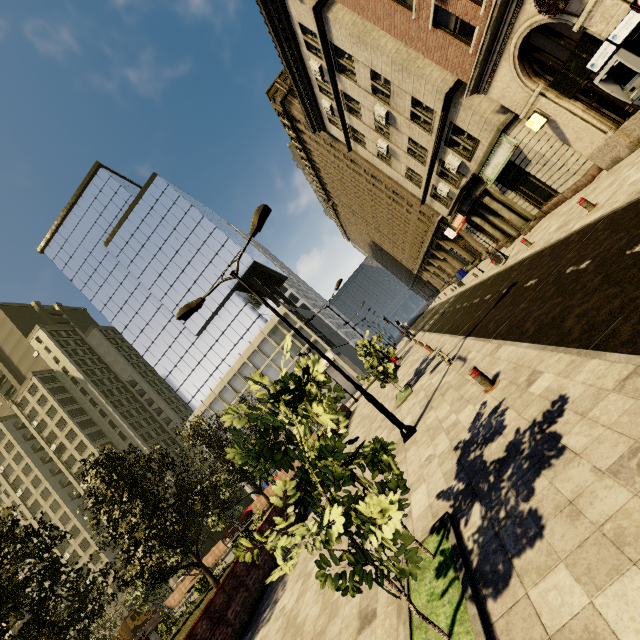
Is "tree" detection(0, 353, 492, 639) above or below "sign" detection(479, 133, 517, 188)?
below

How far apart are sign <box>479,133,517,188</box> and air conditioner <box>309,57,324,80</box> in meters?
13.3

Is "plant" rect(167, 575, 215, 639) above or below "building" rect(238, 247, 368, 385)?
below

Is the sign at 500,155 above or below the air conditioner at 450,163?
below

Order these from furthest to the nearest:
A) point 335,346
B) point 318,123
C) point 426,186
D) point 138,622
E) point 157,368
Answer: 1. point 157,368
2. point 335,346
3. point 138,622
4. point 318,123
5. point 426,186

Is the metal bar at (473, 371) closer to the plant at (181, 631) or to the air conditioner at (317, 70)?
the plant at (181, 631)

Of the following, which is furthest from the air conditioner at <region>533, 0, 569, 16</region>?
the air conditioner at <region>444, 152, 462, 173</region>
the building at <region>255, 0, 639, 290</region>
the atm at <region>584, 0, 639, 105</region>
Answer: the air conditioner at <region>444, 152, 462, 173</region>

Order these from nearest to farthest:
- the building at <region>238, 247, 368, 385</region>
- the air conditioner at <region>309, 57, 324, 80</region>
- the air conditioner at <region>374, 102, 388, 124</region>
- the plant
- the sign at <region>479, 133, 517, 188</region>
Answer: the sign at <region>479, 133, 517, 188</region> < the plant < the air conditioner at <region>374, 102, 388, 124</region> < the air conditioner at <region>309, 57, 324, 80</region> < the building at <region>238, 247, 368, 385</region>
